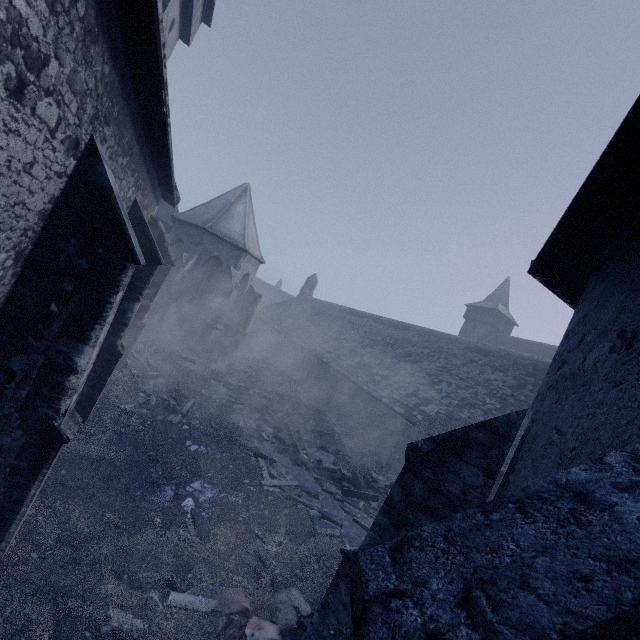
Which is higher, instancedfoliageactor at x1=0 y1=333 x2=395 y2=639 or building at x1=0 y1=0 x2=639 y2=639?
building at x1=0 y1=0 x2=639 y2=639

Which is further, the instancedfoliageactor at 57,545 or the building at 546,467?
the instancedfoliageactor at 57,545

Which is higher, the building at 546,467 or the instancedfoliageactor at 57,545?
the building at 546,467

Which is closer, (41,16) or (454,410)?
(41,16)

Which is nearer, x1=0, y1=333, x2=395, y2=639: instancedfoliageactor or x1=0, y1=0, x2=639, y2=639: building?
x1=0, y1=0, x2=639, y2=639: building
